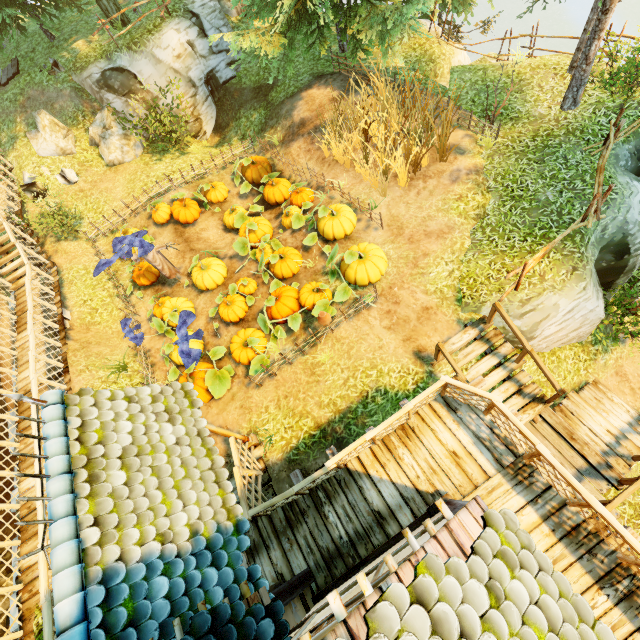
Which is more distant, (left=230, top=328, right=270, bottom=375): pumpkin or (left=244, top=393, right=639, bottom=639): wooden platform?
(left=230, top=328, right=270, bottom=375): pumpkin

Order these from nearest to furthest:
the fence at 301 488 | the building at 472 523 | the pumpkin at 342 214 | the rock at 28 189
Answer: the building at 472 523 → the fence at 301 488 → the pumpkin at 342 214 → the rock at 28 189

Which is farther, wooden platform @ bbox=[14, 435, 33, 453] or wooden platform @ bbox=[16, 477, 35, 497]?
wooden platform @ bbox=[14, 435, 33, 453]

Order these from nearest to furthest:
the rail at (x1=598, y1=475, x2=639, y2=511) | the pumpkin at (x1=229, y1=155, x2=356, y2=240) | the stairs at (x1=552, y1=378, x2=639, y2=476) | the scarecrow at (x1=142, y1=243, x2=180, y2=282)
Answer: the rail at (x1=598, y1=475, x2=639, y2=511) → the stairs at (x1=552, y1=378, x2=639, y2=476) → the pumpkin at (x1=229, y1=155, x2=356, y2=240) → the scarecrow at (x1=142, y1=243, x2=180, y2=282)

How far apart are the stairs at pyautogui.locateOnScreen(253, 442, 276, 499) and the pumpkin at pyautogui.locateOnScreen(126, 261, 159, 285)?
7.8m

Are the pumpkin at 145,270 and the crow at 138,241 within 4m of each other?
yes

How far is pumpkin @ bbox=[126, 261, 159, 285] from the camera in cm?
1163

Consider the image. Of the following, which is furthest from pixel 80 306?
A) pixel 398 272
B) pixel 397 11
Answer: pixel 397 11
